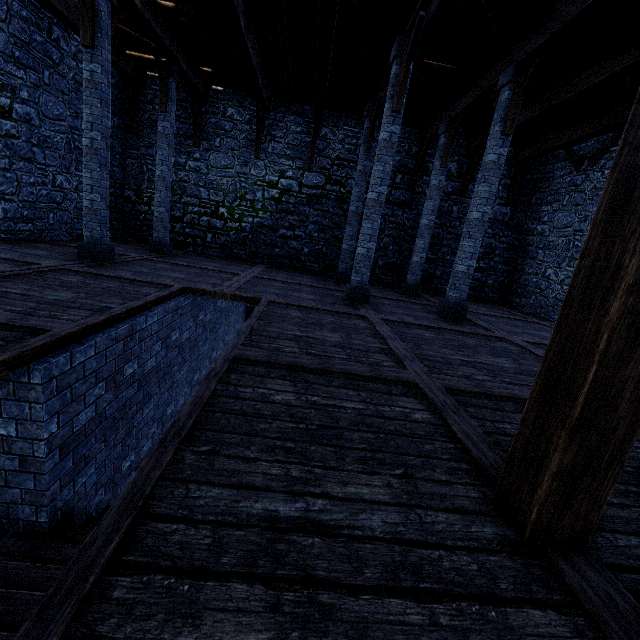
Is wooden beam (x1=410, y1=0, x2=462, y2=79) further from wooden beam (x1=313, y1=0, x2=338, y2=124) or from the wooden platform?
the wooden platform

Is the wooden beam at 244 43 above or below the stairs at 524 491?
above

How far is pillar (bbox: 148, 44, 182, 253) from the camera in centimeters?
909cm

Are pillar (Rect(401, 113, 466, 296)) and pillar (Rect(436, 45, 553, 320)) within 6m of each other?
yes

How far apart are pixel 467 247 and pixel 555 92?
4.6 meters

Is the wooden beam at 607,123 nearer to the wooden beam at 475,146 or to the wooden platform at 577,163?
the wooden platform at 577,163

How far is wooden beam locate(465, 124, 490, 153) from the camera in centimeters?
1088cm

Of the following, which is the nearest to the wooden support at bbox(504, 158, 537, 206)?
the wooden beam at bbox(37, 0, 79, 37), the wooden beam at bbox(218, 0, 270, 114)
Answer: the wooden beam at bbox(218, 0, 270, 114)
